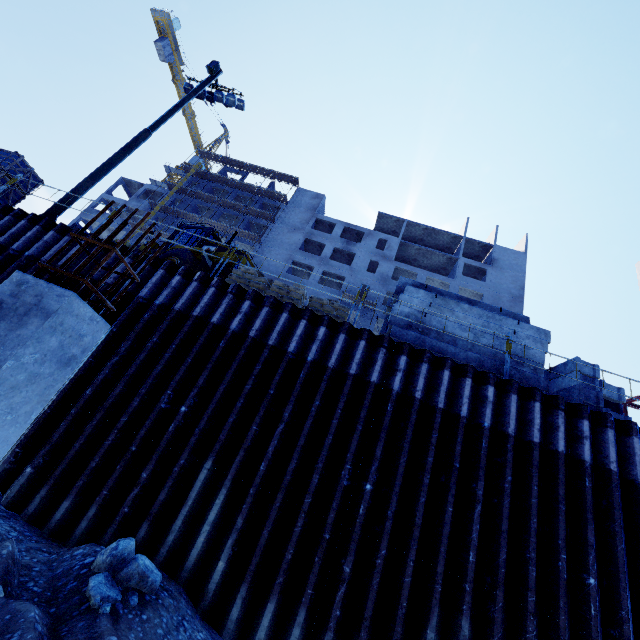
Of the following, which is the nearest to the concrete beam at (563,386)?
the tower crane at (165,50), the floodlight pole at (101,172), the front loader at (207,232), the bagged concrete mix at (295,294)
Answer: the bagged concrete mix at (295,294)

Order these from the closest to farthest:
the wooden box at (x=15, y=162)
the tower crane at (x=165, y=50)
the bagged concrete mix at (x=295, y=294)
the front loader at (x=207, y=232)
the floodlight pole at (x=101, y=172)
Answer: the bagged concrete mix at (x=295, y=294), the floodlight pole at (x=101, y=172), the wooden box at (x=15, y=162), the front loader at (x=207, y=232), the tower crane at (x=165, y=50)

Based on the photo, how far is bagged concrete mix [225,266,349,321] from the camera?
9.2m

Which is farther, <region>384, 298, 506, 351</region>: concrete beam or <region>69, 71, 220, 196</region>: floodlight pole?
<region>69, 71, 220, 196</region>: floodlight pole

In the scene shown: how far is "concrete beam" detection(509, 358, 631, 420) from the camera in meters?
7.6

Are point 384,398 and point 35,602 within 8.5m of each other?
yes

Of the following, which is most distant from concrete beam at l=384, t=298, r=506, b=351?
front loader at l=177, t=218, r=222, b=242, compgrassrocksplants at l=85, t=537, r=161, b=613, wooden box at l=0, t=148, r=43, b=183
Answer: wooden box at l=0, t=148, r=43, b=183

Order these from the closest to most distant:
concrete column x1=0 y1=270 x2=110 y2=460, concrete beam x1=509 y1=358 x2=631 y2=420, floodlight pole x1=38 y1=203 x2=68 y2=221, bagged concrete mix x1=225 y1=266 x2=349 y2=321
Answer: concrete column x1=0 y1=270 x2=110 y2=460, concrete beam x1=509 y1=358 x2=631 y2=420, bagged concrete mix x1=225 y1=266 x2=349 y2=321, floodlight pole x1=38 y1=203 x2=68 y2=221
